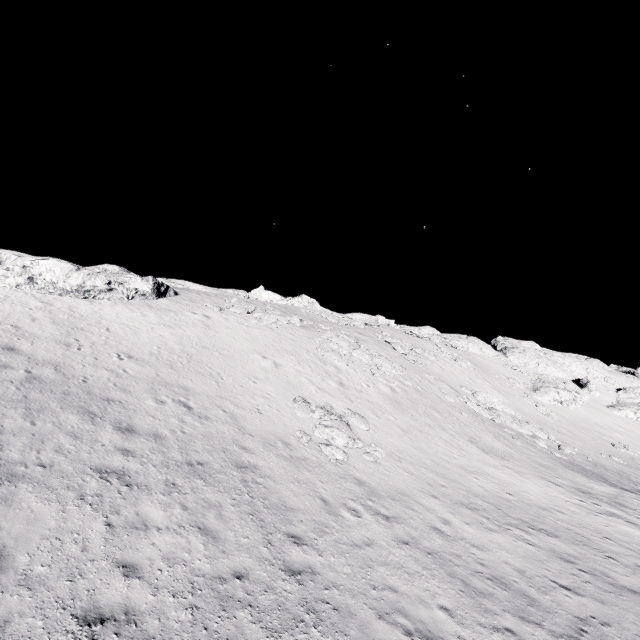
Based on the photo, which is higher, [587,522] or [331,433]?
[331,433]

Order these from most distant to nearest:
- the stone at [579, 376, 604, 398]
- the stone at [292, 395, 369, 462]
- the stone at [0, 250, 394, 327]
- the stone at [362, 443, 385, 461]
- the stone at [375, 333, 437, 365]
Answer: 1. the stone at [579, 376, 604, 398]
2. the stone at [375, 333, 437, 365]
3. the stone at [0, 250, 394, 327]
4. the stone at [362, 443, 385, 461]
5. the stone at [292, 395, 369, 462]

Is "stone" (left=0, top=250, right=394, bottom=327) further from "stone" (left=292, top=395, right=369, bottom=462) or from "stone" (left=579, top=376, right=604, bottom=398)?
"stone" (left=579, top=376, right=604, bottom=398)

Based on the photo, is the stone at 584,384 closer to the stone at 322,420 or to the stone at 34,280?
the stone at 322,420

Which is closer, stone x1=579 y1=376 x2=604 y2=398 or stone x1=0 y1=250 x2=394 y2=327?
stone x1=0 y1=250 x2=394 y2=327

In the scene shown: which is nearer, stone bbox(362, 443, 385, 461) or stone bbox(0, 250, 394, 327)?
stone bbox(362, 443, 385, 461)

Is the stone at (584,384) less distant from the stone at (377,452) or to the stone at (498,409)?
the stone at (498,409)

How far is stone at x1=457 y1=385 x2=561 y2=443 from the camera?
27.0m
